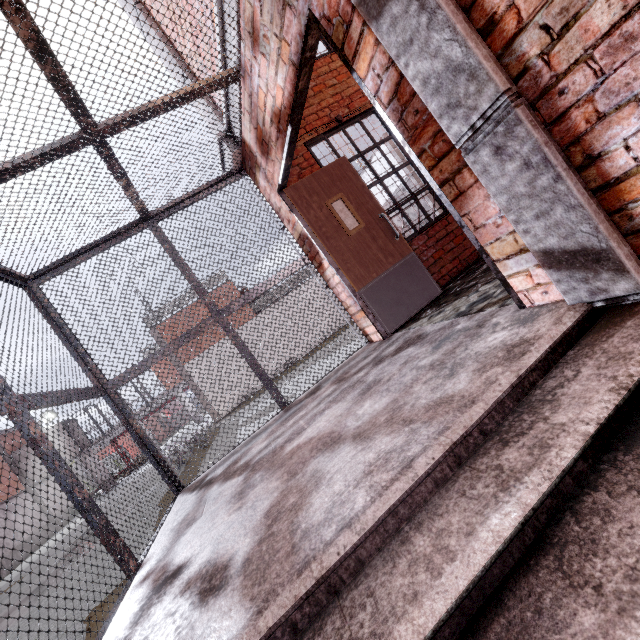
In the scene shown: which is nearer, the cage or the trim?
the trim

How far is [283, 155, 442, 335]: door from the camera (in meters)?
3.90

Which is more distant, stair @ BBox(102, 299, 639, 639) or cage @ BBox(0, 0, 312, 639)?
cage @ BBox(0, 0, 312, 639)

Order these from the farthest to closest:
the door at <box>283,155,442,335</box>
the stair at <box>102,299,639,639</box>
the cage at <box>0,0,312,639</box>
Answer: the door at <box>283,155,442,335</box> < the cage at <box>0,0,312,639</box> < the stair at <box>102,299,639,639</box>

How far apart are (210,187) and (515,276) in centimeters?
388cm

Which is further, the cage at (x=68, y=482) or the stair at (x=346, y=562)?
the cage at (x=68, y=482)

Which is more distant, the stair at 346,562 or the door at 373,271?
the door at 373,271

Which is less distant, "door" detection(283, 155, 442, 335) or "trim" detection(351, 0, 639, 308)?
"trim" detection(351, 0, 639, 308)
